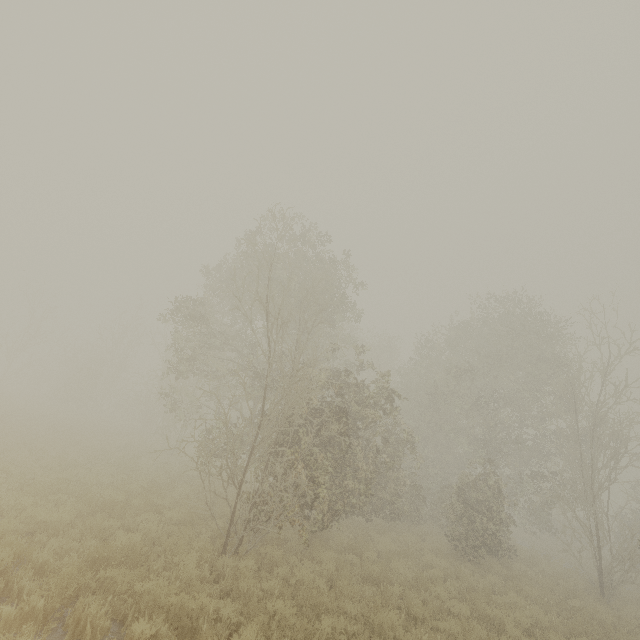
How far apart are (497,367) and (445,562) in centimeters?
1668cm
